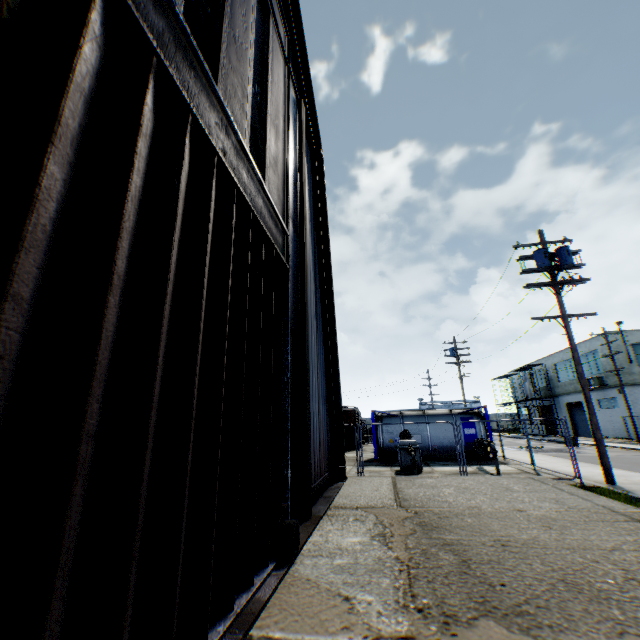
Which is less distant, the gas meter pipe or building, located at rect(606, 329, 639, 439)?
the gas meter pipe

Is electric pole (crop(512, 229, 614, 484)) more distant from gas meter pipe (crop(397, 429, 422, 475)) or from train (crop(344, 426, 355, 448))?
train (crop(344, 426, 355, 448))

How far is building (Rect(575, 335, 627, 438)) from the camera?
30.4 meters

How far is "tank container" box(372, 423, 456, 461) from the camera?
19.1 meters

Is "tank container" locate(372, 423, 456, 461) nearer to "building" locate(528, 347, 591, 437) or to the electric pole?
the electric pole

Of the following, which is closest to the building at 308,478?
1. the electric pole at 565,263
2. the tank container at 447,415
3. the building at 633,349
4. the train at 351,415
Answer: the electric pole at 565,263

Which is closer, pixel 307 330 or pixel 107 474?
pixel 107 474

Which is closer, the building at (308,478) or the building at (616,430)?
the building at (308,478)
